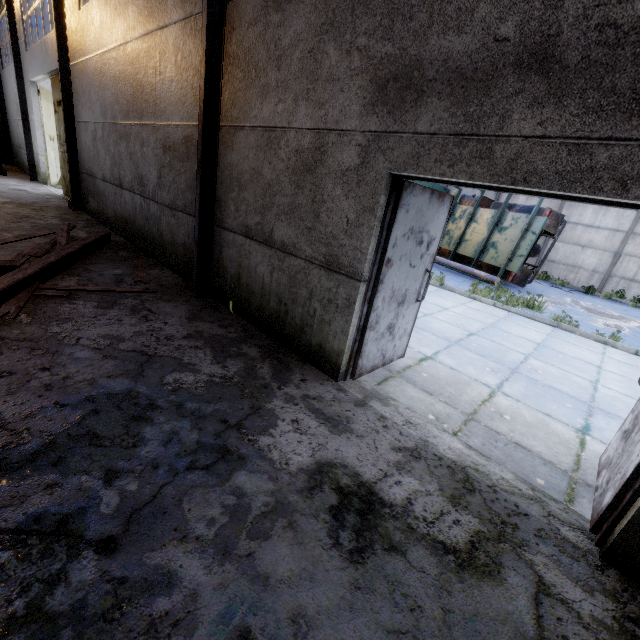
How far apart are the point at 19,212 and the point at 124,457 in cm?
984

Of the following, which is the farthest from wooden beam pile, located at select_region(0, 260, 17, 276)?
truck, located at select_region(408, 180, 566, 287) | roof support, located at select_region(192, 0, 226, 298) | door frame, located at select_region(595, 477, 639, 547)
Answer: truck, located at select_region(408, 180, 566, 287)

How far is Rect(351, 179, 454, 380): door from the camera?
3.2m

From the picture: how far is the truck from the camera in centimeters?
1127cm

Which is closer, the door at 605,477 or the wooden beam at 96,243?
the door at 605,477

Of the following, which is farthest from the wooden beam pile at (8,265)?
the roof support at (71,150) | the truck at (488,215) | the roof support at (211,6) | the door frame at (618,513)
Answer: the truck at (488,215)

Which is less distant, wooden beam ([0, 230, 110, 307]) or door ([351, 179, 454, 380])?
door ([351, 179, 454, 380])

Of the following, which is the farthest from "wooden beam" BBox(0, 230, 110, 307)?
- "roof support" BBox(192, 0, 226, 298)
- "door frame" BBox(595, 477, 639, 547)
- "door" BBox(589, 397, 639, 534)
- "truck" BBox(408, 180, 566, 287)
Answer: "truck" BBox(408, 180, 566, 287)
